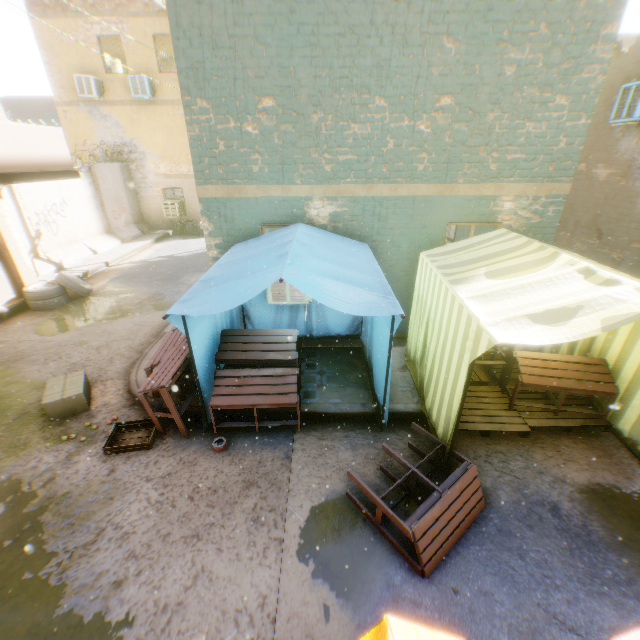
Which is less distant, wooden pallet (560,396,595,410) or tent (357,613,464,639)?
tent (357,613,464,639)

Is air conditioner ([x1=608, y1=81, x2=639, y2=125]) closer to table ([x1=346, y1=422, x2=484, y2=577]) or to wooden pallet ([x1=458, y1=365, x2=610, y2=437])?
wooden pallet ([x1=458, y1=365, x2=610, y2=437])

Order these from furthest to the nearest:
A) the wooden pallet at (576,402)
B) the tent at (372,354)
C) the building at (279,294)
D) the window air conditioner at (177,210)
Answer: the window air conditioner at (177,210), the building at (279,294), the wooden pallet at (576,402), the tent at (372,354)

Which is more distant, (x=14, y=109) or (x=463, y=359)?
(x=14, y=109)

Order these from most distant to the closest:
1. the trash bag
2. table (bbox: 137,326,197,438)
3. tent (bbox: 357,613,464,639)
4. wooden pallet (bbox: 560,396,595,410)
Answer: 1. the trash bag
2. wooden pallet (bbox: 560,396,595,410)
3. table (bbox: 137,326,197,438)
4. tent (bbox: 357,613,464,639)

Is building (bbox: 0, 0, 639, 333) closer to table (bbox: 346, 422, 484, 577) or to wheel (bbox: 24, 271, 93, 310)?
wheel (bbox: 24, 271, 93, 310)

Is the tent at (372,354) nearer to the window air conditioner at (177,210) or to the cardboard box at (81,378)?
the cardboard box at (81,378)

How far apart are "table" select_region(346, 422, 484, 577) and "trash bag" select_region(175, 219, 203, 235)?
16.3m
